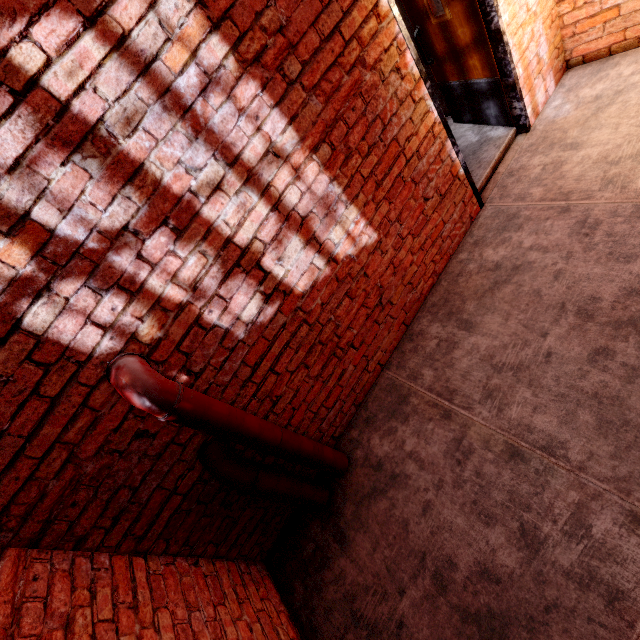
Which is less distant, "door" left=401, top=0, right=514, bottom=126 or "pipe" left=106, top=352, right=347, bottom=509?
"pipe" left=106, top=352, right=347, bottom=509

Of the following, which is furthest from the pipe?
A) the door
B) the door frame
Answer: the door

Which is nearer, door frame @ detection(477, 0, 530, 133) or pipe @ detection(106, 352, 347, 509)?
pipe @ detection(106, 352, 347, 509)

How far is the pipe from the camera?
1.7 meters

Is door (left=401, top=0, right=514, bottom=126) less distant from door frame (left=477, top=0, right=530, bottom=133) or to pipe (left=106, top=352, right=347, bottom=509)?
door frame (left=477, top=0, right=530, bottom=133)

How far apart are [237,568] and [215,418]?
1.60m

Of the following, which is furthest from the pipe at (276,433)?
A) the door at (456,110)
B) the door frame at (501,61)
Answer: the door at (456,110)

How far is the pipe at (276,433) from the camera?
1.7 meters
